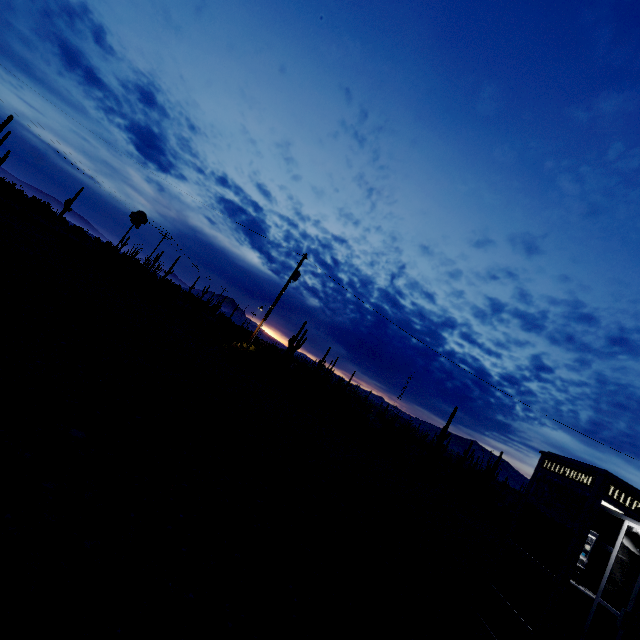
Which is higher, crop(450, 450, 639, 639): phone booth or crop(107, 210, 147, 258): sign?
crop(107, 210, 147, 258): sign

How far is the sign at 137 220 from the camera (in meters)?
22.34

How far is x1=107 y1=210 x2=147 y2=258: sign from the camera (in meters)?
22.34

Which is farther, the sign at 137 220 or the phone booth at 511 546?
the sign at 137 220

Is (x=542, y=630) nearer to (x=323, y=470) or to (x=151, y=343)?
(x=323, y=470)

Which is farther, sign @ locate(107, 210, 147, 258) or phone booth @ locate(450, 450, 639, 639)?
sign @ locate(107, 210, 147, 258)
